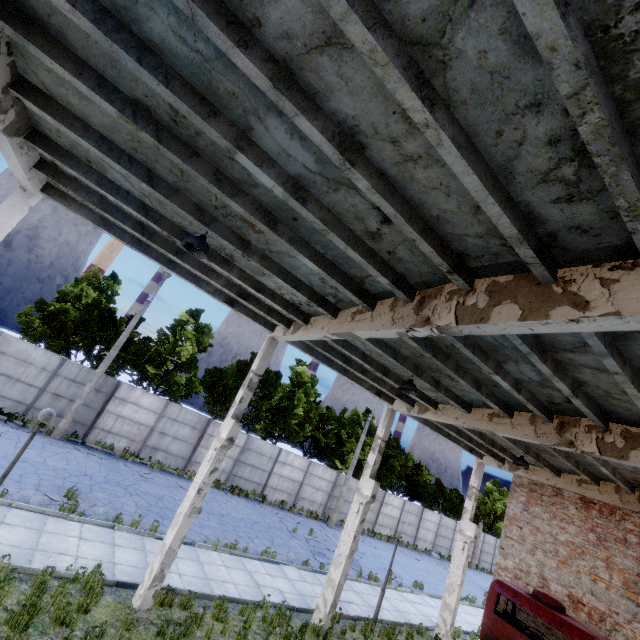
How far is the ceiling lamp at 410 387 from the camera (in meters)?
8.70

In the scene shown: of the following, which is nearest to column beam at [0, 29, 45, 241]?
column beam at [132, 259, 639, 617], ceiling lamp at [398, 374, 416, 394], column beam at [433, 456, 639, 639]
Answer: column beam at [132, 259, 639, 617]

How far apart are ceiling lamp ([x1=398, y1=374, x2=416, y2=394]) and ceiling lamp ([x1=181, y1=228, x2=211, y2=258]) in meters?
5.9 m

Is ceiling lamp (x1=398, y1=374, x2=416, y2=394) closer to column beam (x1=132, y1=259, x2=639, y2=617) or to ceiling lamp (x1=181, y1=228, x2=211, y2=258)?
column beam (x1=132, y1=259, x2=639, y2=617)

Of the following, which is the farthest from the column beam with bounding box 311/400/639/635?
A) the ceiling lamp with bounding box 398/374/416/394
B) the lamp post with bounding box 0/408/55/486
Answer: the lamp post with bounding box 0/408/55/486

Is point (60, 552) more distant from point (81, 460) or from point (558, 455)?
point (558, 455)

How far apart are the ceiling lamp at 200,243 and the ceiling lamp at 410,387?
5.9 meters

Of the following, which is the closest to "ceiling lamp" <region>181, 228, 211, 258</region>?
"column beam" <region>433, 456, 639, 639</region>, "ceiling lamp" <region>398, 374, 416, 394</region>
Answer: "ceiling lamp" <region>398, 374, 416, 394</region>
